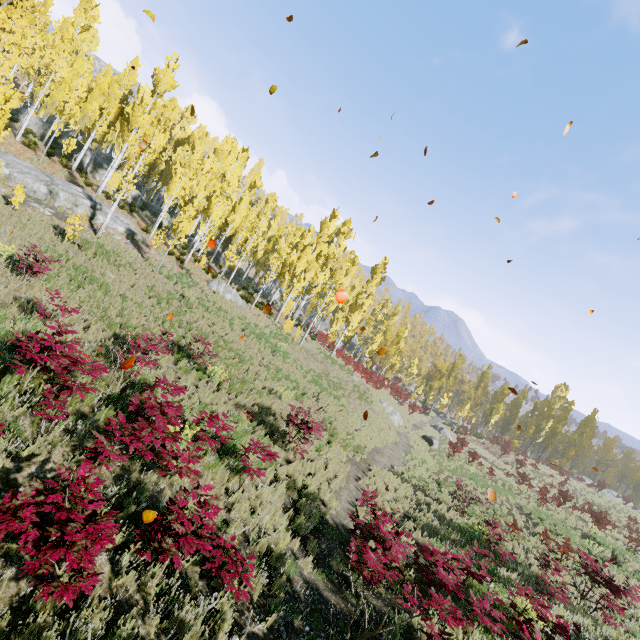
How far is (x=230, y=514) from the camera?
6.6m

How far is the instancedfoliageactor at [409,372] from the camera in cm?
4672

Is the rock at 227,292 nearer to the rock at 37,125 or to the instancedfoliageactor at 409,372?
the instancedfoliageactor at 409,372

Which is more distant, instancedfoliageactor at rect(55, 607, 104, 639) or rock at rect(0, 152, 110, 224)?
rock at rect(0, 152, 110, 224)

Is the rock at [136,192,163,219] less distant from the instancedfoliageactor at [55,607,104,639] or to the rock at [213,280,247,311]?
the instancedfoliageactor at [55,607,104,639]

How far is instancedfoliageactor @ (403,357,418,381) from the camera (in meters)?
46.72

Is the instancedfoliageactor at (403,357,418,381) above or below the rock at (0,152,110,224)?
above
